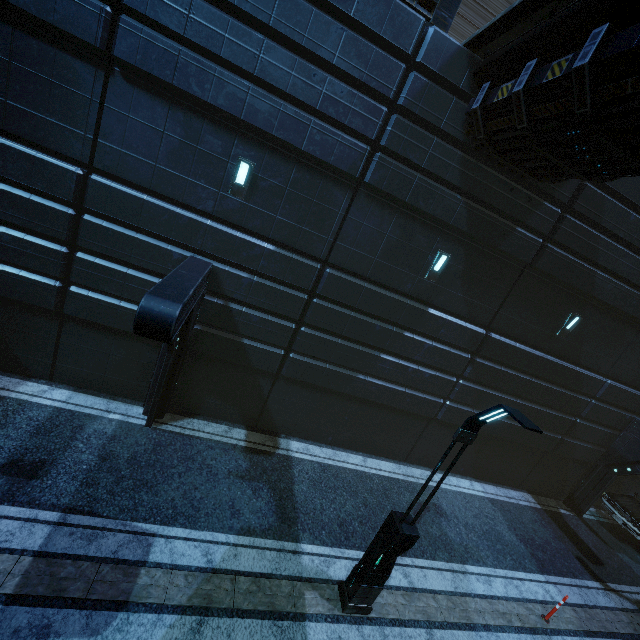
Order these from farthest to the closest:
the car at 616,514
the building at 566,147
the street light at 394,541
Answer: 1. the car at 616,514
2. the building at 566,147
3. the street light at 394,541

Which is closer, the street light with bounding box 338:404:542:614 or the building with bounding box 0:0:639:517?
the street light with bounding box 338:404:542:614

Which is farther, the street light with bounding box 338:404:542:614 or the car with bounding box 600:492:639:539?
the car with bounding box 600:492:639:539

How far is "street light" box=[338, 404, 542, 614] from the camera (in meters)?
5.23

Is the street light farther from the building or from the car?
the car

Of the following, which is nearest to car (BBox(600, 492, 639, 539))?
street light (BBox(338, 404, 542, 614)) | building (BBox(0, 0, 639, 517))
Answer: building (BBox(0, 0, 639, 517))

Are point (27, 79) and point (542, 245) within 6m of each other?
no

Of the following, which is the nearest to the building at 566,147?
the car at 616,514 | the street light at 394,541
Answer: the car at 616,514
